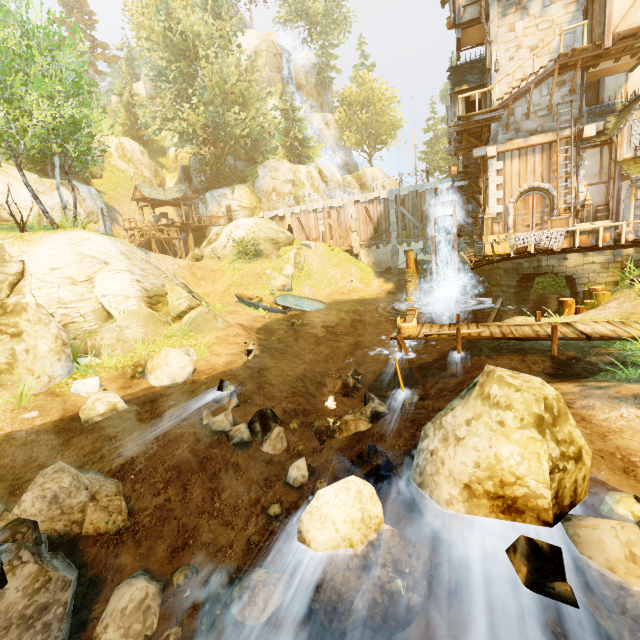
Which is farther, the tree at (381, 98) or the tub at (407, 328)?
the tree at (381, 98)

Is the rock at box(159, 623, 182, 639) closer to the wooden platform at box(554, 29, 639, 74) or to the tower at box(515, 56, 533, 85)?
the tower at box(515, 56, 533, 85)

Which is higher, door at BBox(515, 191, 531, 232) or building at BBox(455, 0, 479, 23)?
building at BBox(455, 0, 479, 23)

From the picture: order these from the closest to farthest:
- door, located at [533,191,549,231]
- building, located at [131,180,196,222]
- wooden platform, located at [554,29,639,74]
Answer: wooden platform, located at [554,29,639,74], door, located at [533,191,549,231], building, located at [131,180,196,222]

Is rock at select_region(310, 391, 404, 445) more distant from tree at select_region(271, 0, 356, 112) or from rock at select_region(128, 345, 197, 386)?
tree at select_region(271, 0, 356, 112)

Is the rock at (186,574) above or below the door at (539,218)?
below

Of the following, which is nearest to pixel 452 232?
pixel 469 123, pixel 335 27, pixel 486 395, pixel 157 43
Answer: pixel 469 123

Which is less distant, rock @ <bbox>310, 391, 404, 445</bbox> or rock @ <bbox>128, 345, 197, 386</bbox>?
rock @ <bbox>310, 391, 404, 445</bbox>
